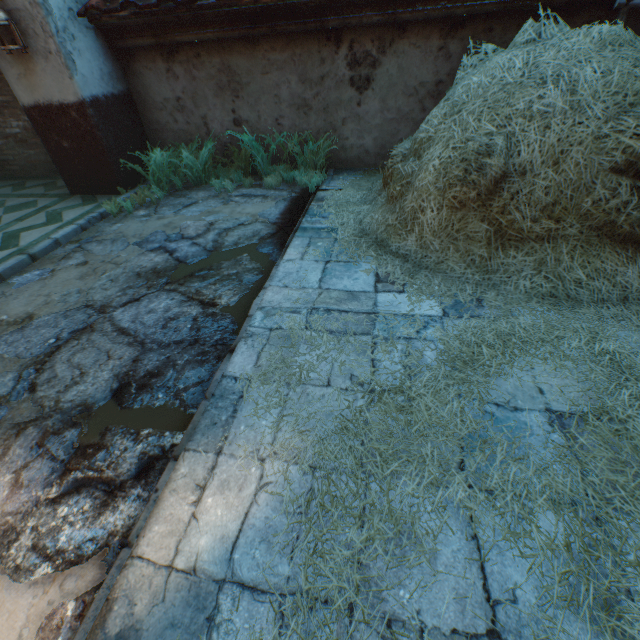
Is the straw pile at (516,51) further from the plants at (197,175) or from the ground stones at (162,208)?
the plants at (197,175)

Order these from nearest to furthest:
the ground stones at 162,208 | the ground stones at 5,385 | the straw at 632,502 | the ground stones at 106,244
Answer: the straw at 632,502, the ground stones at 5,385, the ground stones at 106,244, the ground stones at 162,208

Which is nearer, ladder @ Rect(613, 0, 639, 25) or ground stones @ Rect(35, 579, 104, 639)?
ground stones @ Rect(35, 579, 104, 639)

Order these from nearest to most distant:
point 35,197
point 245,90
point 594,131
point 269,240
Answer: point 594,131, point 269,240, point 245,90, point 35,197

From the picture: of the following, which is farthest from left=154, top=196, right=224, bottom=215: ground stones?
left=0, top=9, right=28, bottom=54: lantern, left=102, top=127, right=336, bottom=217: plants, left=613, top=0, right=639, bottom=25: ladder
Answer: left=613, top=0, right=639, bottom=25: ladder

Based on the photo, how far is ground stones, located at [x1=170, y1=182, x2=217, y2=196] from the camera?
4.8 meters
